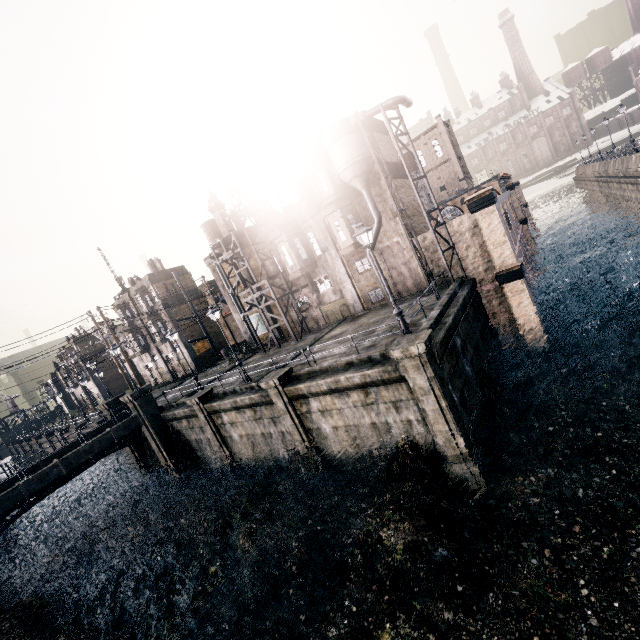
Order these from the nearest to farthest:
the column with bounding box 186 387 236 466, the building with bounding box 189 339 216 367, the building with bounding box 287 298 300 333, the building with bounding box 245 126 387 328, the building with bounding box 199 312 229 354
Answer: the column with bounding box 186 387 236 466 < the building with bounding box 245 126 387 328 < the building with bounding box 287 298 300 333 < the building with bounding box 189 339 216 367 < the building with bounding box 199 312 229 354

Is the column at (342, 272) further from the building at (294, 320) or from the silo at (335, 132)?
the silo at (335, 132)

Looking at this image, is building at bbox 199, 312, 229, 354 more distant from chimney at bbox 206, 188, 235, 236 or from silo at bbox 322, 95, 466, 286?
silo at bbox 322, 95, 466, 286

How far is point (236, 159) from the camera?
35.7 meters

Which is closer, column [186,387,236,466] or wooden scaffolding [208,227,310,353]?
column [186,387,236,466]

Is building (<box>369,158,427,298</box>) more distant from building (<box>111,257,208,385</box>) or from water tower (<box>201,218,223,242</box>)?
water tower (<box>201,218,223,242</box>)

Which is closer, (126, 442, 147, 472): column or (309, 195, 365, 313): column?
(309, 195, 365, 313): column

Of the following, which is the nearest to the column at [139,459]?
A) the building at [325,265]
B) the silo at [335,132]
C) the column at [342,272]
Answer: the building at [325,265]
